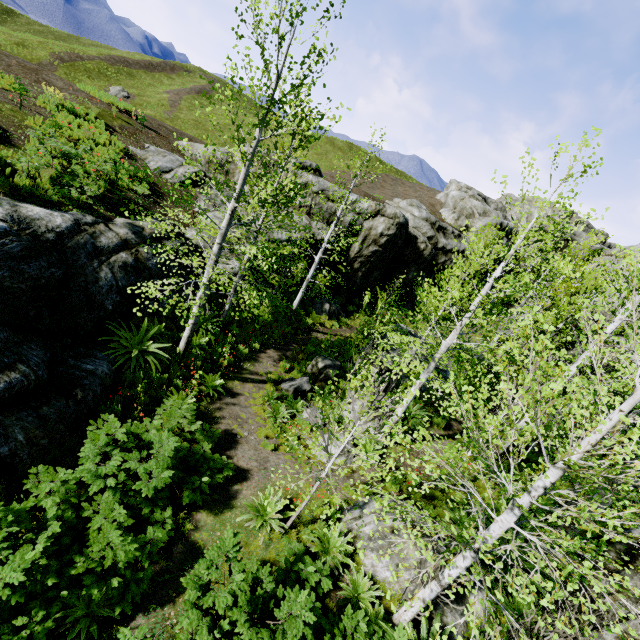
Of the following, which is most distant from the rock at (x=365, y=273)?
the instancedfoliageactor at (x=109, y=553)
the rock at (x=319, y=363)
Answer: the rock at (x=319, y=363)

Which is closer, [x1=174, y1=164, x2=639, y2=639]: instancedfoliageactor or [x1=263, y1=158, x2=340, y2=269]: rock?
[x1=174, y1=164, x2=639, y2=639]: instancedfoliageactor

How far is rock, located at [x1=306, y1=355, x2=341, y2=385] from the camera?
14.0m

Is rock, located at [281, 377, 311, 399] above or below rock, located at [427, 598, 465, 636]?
below

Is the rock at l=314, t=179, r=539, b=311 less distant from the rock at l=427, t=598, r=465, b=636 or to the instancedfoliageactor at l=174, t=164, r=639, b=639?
the instancedfoliageactor at l=174, t=164, r=639, b=639

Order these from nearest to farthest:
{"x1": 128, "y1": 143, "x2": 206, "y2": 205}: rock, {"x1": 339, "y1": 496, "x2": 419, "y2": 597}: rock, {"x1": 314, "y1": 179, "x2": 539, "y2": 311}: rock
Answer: {"x1": 339, "y1": 496, "x2": 419, "y2": 597}: rock < {"x1": 128, "y1": 143, "x2": 206, "y2": 205}: rock < {"x1": 314, "y1": 179, "x2": 539, "y2": 311}: rock

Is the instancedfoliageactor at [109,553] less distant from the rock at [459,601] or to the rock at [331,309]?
the rock at [331,309]

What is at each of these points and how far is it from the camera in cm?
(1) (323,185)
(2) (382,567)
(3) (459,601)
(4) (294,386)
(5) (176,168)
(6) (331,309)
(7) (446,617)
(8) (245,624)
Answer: (1) rock, 2053
(2) rock, 712
(3) rock, 657
(4) rock, 1292
(5) rock, 1780
(6) rock, 2208
(7) rock, 629
(8) instancedfoliageactor, 466
